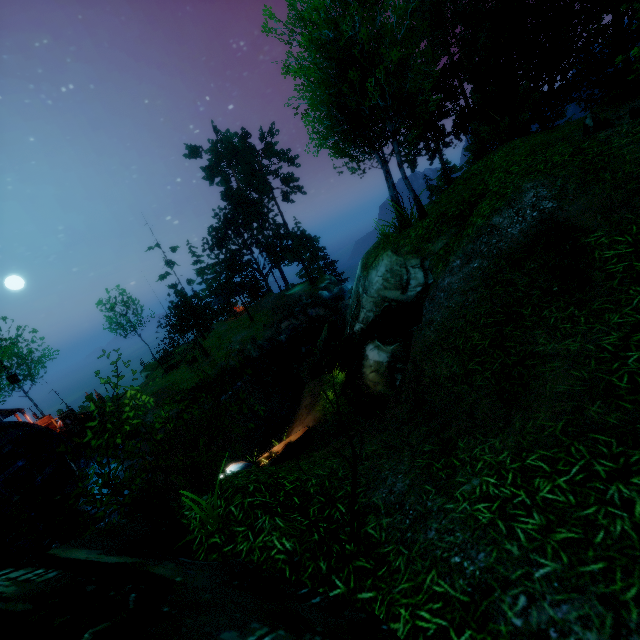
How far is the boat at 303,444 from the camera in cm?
1016

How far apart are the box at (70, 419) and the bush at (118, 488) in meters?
18.7

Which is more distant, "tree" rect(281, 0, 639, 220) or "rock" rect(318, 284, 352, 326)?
"rock" rect(318, 284, 352, 326)

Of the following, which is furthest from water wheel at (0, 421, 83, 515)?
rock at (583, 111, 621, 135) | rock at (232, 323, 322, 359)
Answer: rock at (583, 111, 621, 135)

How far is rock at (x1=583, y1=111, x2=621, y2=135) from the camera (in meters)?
7.11

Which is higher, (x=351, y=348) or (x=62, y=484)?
(x=351, y=348)

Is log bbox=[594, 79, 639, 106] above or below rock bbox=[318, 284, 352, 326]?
above

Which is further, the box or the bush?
the box
